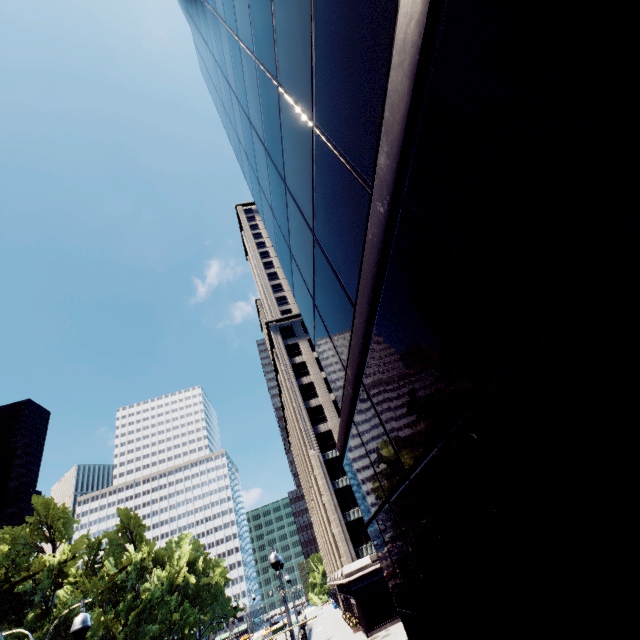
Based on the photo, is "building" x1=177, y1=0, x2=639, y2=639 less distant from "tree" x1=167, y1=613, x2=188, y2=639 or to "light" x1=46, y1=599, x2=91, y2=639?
"light" x1=46, y1=599, x2=91, y2=639

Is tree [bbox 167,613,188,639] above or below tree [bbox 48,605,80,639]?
below

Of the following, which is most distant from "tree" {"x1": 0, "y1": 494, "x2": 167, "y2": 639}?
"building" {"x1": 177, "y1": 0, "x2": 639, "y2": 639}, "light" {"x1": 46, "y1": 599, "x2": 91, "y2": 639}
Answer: "building" {"x1": 177, "y1": 0, "x2": 639, "y2": 639}

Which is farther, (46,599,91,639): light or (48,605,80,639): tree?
(48,605,80,639): tree

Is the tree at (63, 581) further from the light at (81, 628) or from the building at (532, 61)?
the building at (532, 61)

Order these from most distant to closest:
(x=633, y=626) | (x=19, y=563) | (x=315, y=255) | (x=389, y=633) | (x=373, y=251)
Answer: (x=19, y=563)
(x=389, y=633)
(x=315, y=255)
(x=373, y=251)
(x=633, y=626)
